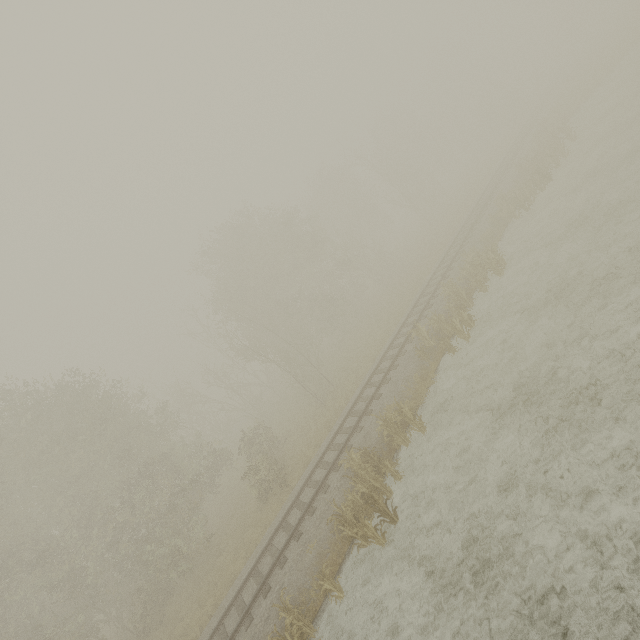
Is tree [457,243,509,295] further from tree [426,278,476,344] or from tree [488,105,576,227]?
tree [488,105,576,227]

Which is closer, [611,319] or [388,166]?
[611,319]

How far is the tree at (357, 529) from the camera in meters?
10.0

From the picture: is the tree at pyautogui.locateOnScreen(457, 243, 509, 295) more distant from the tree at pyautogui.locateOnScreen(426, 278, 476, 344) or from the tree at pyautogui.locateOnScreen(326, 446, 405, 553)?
the tree at pyautogui.locateOnScreen(326, 446, 405, 553)

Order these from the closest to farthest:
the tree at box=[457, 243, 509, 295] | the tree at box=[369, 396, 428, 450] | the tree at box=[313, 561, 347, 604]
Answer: the tree at box=[313, 561, 347, 604] → the tree at box=[369, 396, 428, 450] → the tree at box=[457, 243, 509, 295]

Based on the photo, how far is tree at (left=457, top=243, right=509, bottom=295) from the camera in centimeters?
1684cm

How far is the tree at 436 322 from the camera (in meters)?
14.75

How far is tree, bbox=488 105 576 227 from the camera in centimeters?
2081cm
